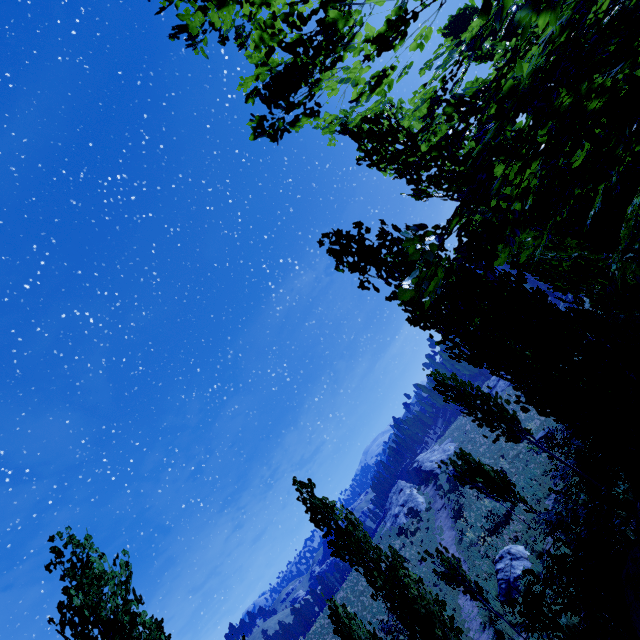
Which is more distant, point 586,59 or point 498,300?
point 586,59

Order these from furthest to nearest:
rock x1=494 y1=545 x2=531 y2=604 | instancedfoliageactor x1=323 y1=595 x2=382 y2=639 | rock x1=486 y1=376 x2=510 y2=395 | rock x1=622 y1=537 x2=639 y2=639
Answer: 1. rock x1=486 y1=376 x2=510 y2=395
2. rock x1=494 y1=545 x2=531 y2=604
3. instancedfoliageactor x1=323 y1=595 x2=382 y2=639
4. rock x1=622 y1=537 x2=639 y2=639

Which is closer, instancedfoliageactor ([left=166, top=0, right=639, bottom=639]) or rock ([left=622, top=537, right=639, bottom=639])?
instancedfoliageactor ([left=166, top=0, right=639, bottom=639])

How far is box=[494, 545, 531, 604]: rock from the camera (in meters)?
13.58

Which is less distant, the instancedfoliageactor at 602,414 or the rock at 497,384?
the instancedfoliageactor at 602,414

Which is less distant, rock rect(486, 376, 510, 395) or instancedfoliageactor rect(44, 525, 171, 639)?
instancedfoliageactor rect(44, 525, 171, 639)

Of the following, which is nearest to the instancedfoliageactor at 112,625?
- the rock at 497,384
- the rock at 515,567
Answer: the rock at 497,384

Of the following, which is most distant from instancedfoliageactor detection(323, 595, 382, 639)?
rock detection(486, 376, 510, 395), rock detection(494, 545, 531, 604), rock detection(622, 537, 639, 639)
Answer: rock detection(494, 545, 531, 604)
